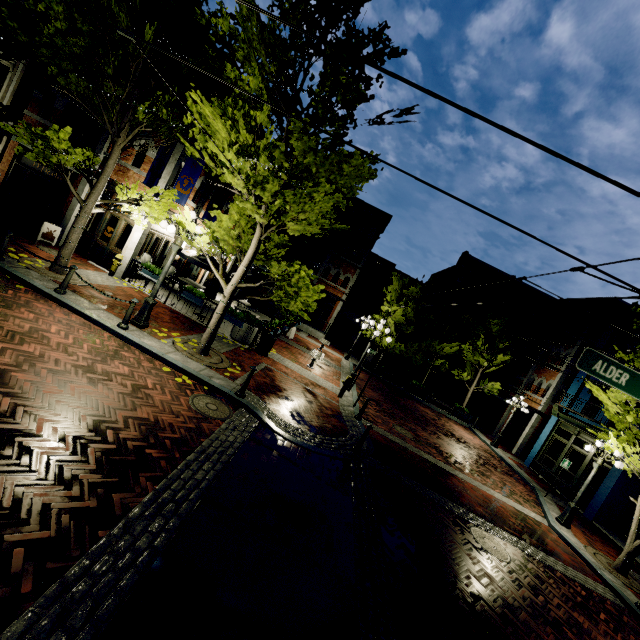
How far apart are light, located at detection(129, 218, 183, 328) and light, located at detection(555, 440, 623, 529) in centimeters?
1573cm

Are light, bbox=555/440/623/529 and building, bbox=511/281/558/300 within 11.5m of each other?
no

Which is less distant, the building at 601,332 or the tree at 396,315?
the building at 601,332

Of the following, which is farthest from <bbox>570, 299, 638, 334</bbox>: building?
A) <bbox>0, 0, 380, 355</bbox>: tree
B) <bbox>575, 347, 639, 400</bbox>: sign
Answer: <bbox>575, 347, 639, 400</bbox>: sign

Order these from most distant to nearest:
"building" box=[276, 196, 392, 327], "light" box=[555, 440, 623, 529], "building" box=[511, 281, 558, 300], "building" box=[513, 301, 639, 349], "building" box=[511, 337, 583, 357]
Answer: "building" box=[511, 281, 558, 300], "building" box=[276, 196, 392, 327], "building" box=[511, 337, 583, 357], "building" box=[513, 301, 639, 349], "light" box=[555, 440, 623, 529]

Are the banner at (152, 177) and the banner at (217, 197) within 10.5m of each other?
yes

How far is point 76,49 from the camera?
8.1m

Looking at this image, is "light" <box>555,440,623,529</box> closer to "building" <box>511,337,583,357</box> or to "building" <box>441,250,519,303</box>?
"building" <box>511,337,583,357</box>
